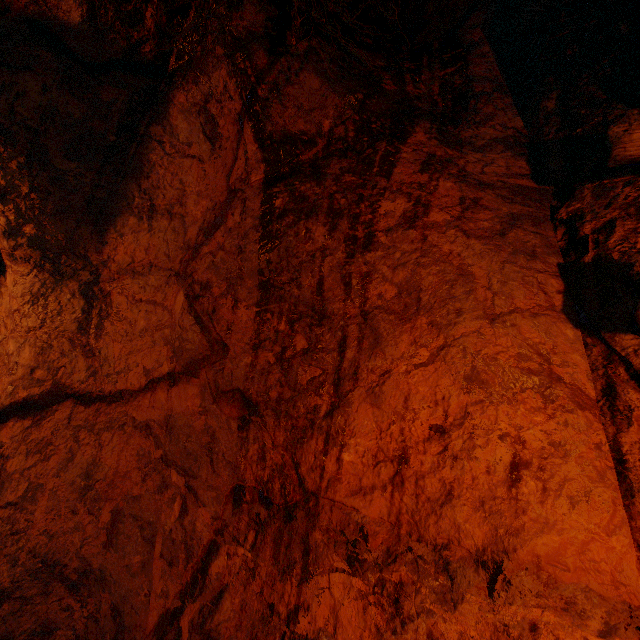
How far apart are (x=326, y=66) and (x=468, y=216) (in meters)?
1.40
